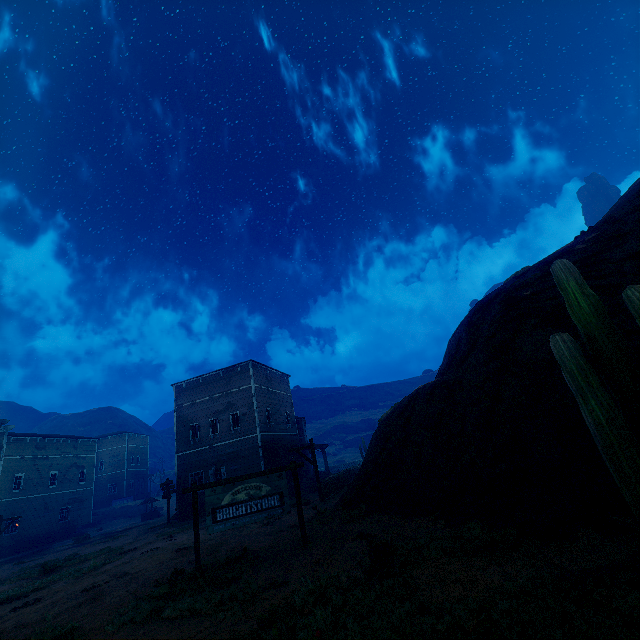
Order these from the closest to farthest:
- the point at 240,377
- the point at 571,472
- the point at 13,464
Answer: the point at 571,472, the point at 240,377, the point at 13,464

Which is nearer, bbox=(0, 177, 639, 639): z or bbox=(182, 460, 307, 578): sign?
bbox=(0, 177, 639, 639): z

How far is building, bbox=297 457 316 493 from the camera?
25.5m

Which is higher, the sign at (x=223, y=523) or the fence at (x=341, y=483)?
the sign at (x=223, y=523)

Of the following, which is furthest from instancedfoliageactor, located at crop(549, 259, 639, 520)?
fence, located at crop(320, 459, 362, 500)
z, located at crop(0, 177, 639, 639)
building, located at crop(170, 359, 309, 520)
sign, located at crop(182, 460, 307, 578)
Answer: building, located at crop(170, 359, 309, 520)

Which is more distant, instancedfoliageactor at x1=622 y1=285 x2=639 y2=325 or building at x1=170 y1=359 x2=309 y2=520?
building at x1=170 y1=359 x2=309 y2=520

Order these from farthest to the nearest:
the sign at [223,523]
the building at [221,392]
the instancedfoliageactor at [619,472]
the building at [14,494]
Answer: the building at [14,494], the building at [221,392], the sign at [223,523], the instancedfoliageactor at [619,472]
